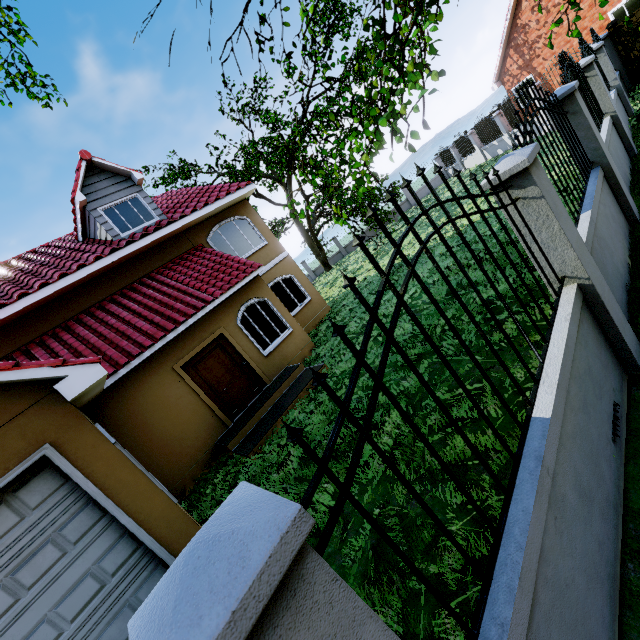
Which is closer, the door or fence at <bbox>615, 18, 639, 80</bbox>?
the door

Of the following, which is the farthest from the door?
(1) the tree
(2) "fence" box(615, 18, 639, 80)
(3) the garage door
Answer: (2) "fence" box(615, 18, 639, 80)

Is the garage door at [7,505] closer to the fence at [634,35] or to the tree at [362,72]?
the tree at [362,72]

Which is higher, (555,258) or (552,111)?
(552,111)

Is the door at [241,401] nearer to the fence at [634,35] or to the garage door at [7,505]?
the garage door at [7,505]

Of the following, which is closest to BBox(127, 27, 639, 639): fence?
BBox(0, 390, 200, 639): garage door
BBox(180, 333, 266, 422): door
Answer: BBox(0, 390, 200, 639): garage door

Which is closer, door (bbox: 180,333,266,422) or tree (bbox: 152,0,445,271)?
tree (bbox: 152,0,445,271)

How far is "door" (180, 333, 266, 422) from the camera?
8.8 meters
